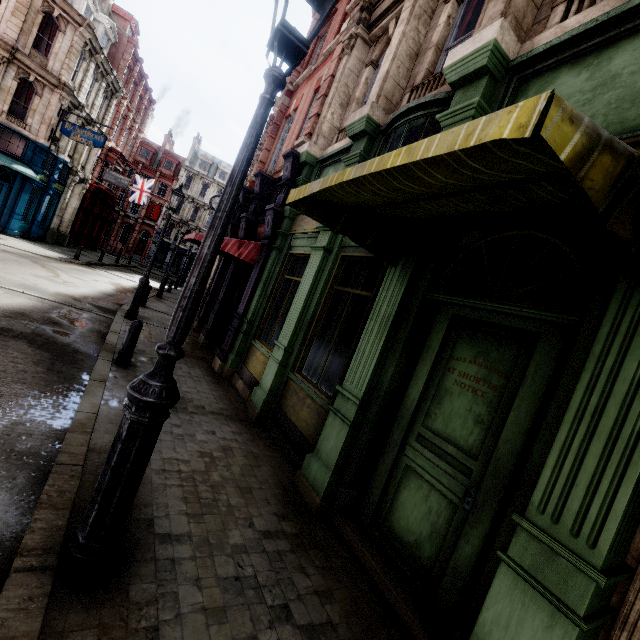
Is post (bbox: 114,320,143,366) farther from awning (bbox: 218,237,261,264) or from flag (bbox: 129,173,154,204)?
Result: flag (bbox: 129,173,154,204)

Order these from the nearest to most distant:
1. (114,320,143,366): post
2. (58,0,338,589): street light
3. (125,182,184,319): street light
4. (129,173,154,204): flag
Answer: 1. (58,0,338,589): street light
2. (114,320,143,366): post
3. (125,182,184,319): street light
4. (129,173,154,204): flag

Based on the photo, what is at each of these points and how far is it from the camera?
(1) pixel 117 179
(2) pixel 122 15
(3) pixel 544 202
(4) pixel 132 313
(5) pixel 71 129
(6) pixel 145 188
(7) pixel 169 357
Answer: (1) sign, 27.61m
(2) roof window, 27.56m
(3) awning, 2.50m
(4) street light, 10.75m
(5) sign, 19.83m
(6) flag, 34.69m
(7) street light, 2.20m

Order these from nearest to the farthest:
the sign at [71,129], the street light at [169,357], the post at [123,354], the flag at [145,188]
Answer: the street light at [169,357] → the post at [123,354] → the sign at [71,129] → the flag at [145,188]

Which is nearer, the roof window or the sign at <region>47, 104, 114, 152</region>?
the sign at <region>47, 104, 114, 152</region>

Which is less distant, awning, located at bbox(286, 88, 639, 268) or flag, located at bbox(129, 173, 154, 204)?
awning, located at bbox(286, 88, 639, 268)

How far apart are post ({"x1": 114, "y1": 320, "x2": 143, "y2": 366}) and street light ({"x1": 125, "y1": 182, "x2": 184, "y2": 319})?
4.70m

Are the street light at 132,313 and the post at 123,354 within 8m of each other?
yes
